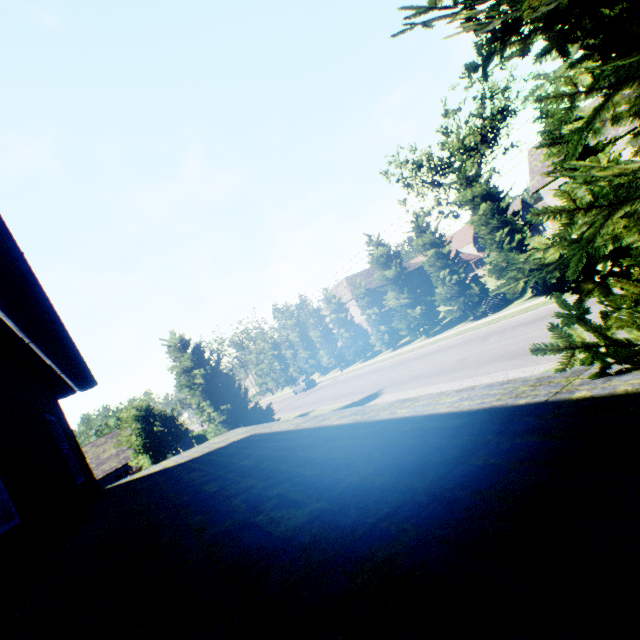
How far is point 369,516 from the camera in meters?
1.8 m

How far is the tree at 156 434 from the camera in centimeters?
2311cm

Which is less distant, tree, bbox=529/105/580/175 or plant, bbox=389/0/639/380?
plant, bbox=389/0/639/380

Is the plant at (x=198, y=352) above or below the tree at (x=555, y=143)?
below

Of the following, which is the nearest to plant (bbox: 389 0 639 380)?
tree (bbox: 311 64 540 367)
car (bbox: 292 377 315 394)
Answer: tree (bbox: 311 64 540 367)

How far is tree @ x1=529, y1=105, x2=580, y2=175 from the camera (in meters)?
18.73

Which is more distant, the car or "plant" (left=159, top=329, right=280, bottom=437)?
the car
